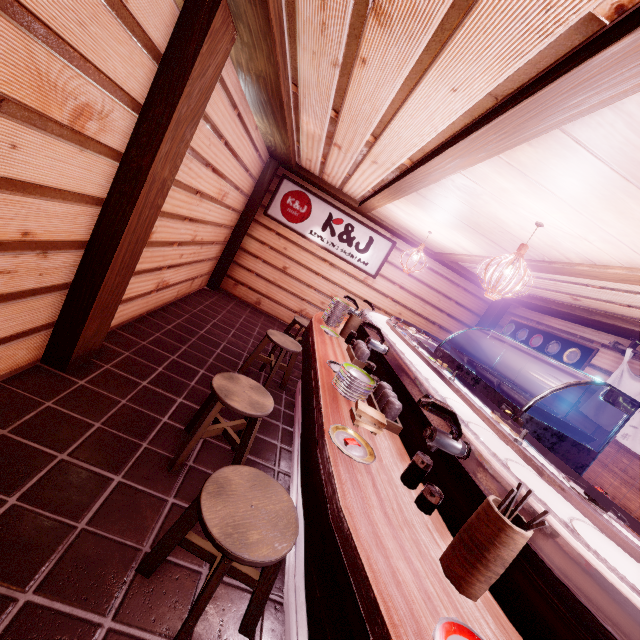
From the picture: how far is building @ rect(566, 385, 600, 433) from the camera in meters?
8.0 m

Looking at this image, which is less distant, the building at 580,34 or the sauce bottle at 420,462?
the building at 580,34

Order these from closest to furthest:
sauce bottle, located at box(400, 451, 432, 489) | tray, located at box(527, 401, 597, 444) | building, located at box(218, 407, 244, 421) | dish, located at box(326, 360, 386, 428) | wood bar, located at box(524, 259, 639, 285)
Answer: sauce bottle, located at box(400, 451, 432, 489) < dish, located at box(326, 360, 386, 428) < tray, located at box(527, 401, 597, 444) < wood bar, located at box(524, 259, 639, 285) < building, located at box(218, 407, 244, 421)

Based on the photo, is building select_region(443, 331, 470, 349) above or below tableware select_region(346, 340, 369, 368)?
above

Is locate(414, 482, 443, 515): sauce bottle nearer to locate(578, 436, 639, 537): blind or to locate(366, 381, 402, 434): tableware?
locate(366, 381, 402, 434): tableware

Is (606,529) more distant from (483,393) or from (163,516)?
(163,516)

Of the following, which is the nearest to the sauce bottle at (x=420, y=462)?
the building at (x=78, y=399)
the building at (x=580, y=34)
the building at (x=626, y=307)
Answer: the building at (x=78, y=399)

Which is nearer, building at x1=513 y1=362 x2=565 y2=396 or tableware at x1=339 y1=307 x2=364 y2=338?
tableware at x1=339 y1=307 x2=364 y2=338
